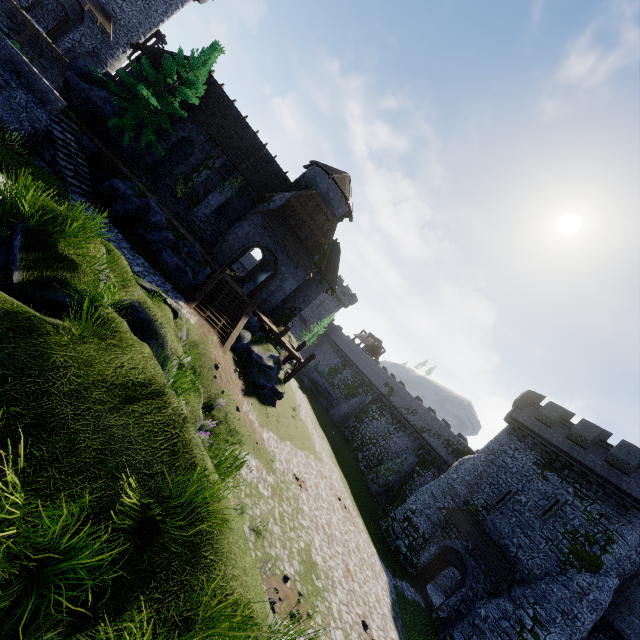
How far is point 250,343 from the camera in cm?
2061

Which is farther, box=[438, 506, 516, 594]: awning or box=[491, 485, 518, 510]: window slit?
box=[491, 485, 518, 510]: window slit

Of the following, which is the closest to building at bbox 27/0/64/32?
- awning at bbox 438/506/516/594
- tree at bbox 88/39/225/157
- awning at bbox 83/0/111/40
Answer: awning at bbox 83/0/111/40

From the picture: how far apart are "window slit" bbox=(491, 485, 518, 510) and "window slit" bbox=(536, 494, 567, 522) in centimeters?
156cm

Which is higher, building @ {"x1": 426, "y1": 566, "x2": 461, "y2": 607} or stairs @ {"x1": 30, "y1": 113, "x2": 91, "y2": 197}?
stairs @ {"x1": 30, "y1": 113, "x2": 91, "y2": 197}

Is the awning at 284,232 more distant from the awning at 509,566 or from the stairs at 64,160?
the awning at 509,566

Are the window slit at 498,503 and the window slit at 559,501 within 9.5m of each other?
yes

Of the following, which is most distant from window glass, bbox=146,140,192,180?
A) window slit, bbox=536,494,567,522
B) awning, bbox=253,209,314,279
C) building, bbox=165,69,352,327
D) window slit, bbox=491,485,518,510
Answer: window slit, bbox=536,494,567,522
